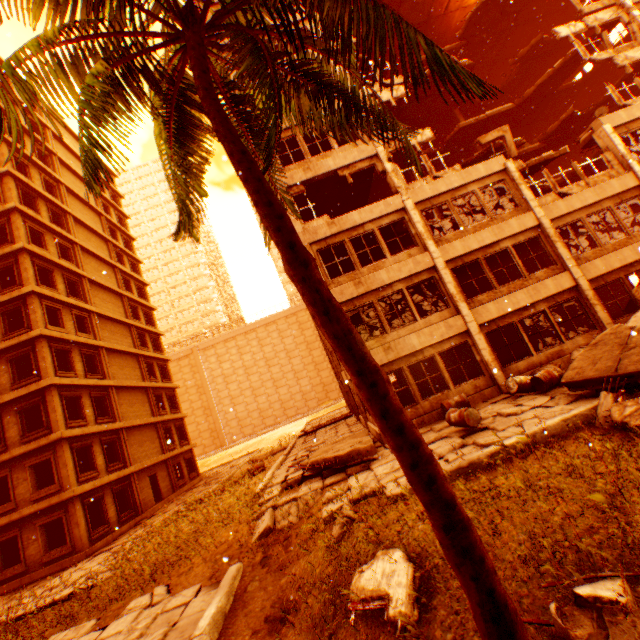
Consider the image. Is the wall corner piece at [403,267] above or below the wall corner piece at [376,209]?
below

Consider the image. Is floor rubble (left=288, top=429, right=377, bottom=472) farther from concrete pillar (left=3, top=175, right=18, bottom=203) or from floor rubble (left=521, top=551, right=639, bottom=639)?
concrete pillar (left=3, top=175, right=18, bottom=203)

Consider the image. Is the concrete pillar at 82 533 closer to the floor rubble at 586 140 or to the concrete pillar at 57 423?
the concrete pillar at 57 423

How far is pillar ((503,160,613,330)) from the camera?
12.9m

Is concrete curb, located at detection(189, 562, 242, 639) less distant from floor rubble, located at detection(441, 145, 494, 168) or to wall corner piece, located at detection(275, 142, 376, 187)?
wall corner piece, located at detection(275, 142, 376, 187)

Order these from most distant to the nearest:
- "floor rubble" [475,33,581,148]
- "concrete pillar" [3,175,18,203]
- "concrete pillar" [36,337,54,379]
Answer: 1. "concrete pillar" [3,175,18,203]
2. "floor rubble" [475,33,581,148]
3. "concrete pillar" [36,337,54,379]

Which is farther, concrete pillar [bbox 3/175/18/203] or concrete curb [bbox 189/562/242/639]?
concrete pillar [bbox 3/175/18/203]

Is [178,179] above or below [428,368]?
above
